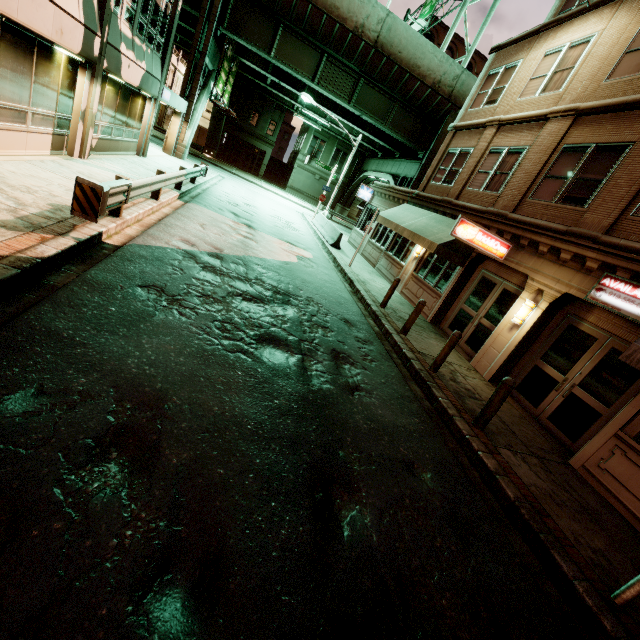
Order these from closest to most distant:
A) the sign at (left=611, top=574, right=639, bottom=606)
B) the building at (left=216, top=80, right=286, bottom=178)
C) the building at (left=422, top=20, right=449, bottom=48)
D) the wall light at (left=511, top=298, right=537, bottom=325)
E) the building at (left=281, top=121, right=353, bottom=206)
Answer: the sign at (left=611, top=574, right=639, bottom=606) → the wall light at (left=511, top=298, right=537, bottom=325) → the building at (left=422, top=20, right=449, bottom=48) → the building at (left=216, top=80, right=286, bottom=178) → the building at (left=281, top=121, right=353, bottom=206)

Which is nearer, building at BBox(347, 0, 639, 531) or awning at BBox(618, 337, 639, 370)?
awning at BBox(618, 337, 639, 370)

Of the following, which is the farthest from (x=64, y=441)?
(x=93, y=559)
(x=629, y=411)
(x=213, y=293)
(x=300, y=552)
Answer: (x=629, y=411)

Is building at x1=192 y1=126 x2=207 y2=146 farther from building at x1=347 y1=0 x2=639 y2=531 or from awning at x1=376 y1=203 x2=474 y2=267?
awning at x1=376 y1=203 x2=474 y2=267

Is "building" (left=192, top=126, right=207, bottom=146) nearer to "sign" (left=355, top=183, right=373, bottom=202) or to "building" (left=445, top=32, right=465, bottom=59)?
"building" (left=445, top=32, right=465, bottom=59)

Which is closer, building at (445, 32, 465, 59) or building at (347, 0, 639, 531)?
building at (347, 0, 639, 531)

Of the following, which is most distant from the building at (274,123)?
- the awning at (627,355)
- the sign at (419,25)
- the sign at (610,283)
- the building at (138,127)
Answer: the awning at (627,355)

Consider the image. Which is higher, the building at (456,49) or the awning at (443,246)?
the building at (456,49)
